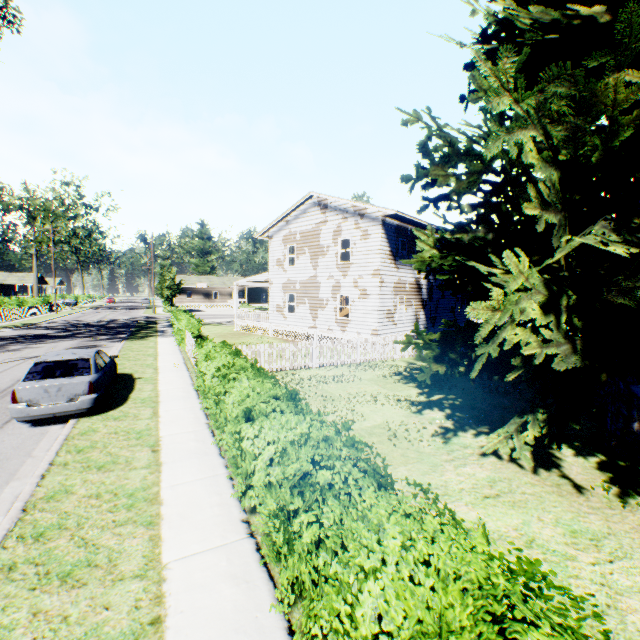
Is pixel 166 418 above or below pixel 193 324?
below

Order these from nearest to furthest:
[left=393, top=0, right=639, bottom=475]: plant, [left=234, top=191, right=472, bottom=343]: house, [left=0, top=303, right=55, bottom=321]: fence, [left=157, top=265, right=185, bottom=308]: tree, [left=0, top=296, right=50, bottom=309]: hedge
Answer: [left=393, top=0, right=639, bottom=475]: plant → [left=234, top=191, right=472, bottom=343]: house → [left=0, top=303, right=55, bottom=321]: fence → [left=0, top=296, right=50, bottom=309]: hedge → [left=157, top=265, right=185, bottom=308]: tree

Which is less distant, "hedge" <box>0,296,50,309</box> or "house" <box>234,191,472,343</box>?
"house" <box>234,191,472,343</box>

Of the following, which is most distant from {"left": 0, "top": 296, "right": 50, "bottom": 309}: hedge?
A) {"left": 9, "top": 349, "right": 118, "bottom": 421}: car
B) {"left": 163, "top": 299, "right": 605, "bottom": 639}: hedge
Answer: {"left": 163, "top": 299, "right": 605, "bottom": 639}: hedge

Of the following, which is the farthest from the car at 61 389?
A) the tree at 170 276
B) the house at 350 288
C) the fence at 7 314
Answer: the tree at 170 276

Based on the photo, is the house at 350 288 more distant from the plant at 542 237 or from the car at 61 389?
the car at 61 389

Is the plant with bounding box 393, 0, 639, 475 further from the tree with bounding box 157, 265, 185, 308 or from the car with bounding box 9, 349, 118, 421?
the tree with bounding box 157, 265, 185, 308

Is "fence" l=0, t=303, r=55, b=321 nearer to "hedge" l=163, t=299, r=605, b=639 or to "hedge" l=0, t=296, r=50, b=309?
"hedge" l=0, t=296, r=50, b=309
